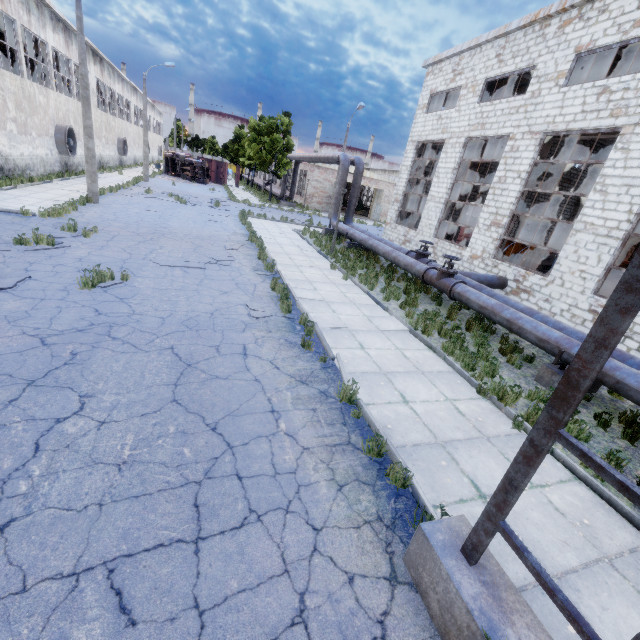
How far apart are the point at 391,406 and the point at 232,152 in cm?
5657

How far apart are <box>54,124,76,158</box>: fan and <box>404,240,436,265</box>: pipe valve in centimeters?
2454cm

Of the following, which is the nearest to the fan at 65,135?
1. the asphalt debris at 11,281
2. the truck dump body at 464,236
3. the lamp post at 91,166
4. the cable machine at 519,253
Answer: the lamp post at 91,166

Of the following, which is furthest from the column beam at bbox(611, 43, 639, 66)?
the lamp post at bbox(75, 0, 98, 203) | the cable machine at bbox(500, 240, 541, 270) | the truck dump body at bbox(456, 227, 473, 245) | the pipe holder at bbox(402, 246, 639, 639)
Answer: the lamp post at bbox(75, 0, 98, 203)

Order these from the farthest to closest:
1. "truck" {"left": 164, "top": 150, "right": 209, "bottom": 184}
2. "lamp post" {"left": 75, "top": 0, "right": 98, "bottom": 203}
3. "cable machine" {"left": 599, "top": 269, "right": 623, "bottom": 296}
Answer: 1. "truck" {"left": 164, "top": 150, "right": 209, "bottom": 184}
2. "lamp post" {"left": 75, "top": 0, "right": 98, "bottom": 203}
3. "cable machine" {"left": 599, "top": 269, "right": 623, "bottom": 296}

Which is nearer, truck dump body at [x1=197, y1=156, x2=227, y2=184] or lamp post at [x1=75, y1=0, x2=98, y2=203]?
lamp post at [x1=75, y1=0, x2=98, y2=203]

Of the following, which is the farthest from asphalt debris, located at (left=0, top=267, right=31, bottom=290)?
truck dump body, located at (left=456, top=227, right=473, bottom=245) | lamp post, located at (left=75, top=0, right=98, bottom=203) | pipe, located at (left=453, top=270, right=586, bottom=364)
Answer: truck dump body, located at (left=456, top=227, right=473, bottom=245)

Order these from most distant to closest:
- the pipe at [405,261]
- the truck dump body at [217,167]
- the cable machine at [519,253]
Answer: the truck dump body at [217,167] < the cable machine at [519,253] < the pipe at [405,261]
